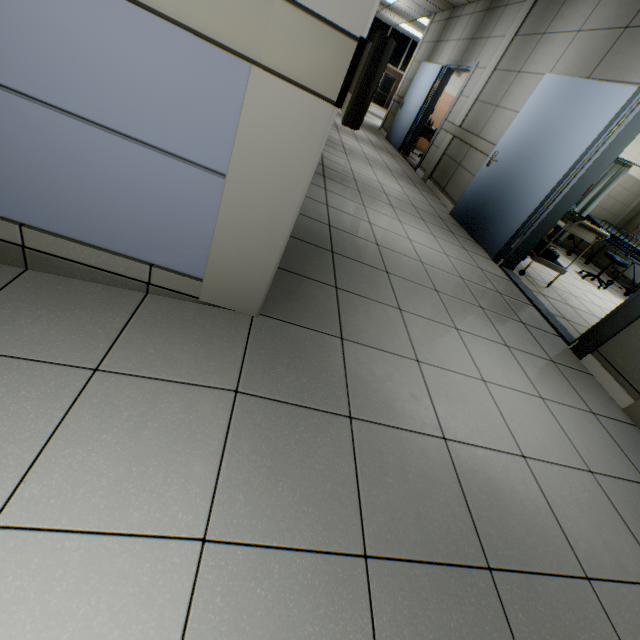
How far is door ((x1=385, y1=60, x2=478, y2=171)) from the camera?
6.98m

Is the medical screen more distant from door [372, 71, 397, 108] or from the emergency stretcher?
door [372, 71, 397, 108]

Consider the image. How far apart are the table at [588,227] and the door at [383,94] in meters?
27.8 m

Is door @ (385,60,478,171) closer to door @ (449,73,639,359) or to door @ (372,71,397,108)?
door @ (449,73,639,359)

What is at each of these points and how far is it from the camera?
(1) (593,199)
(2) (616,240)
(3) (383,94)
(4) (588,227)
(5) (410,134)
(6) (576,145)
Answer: (1) medical screen, 6.4 meters
(2) emergency stretcher, 6.2 meters
(3) door, 26.7 meters
(4) table, 3.9 meters
(5) door, 8.6 meters
(6) door, 3.5 meters

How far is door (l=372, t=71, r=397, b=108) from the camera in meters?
26.0 m

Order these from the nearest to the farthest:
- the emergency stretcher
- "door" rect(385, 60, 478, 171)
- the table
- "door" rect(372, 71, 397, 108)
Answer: the table, the emergency stretcher, "door" rect(385, 60, 478, 171), "door" rect(372, 71, 397, 108)

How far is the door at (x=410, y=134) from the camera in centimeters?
698cm
